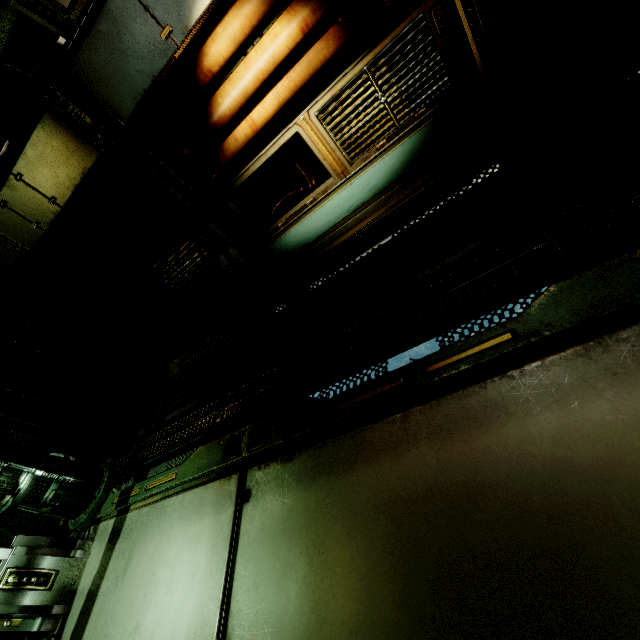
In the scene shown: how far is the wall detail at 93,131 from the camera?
3.2 meters

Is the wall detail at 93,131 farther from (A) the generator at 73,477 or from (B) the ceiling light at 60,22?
(A) the generator at 73,477

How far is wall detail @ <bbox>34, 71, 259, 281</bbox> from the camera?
3.23m

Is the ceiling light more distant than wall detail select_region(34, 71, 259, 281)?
No

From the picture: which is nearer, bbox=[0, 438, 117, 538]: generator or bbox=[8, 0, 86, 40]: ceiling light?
bbox=[8, 0, 86, 40]: ceiling light

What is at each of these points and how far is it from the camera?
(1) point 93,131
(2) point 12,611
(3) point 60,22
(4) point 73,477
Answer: (1) wall detail, 3.39m
(2) wall detail, 3.30m
(3) ceiling light, 2.78m
(4) generator, 3.98m

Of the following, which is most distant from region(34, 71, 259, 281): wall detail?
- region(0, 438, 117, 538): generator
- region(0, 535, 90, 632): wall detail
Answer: region(0, 535, 90, 632): wall detail

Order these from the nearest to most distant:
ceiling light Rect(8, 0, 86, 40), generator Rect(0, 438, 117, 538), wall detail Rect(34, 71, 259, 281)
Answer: ceiling light Rect(8, 0, 86, 40)
wall detail Rect(34, 71, 259, 281)
generator Rect(0, 438, 117, 538)
